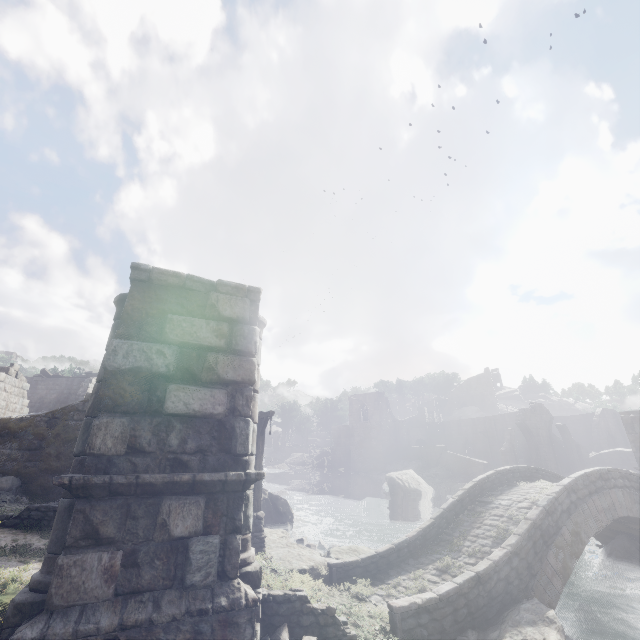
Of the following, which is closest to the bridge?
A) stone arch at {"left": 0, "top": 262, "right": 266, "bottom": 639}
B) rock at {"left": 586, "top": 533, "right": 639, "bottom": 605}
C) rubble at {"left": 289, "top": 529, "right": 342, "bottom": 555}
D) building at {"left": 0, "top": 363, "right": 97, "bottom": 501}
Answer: rock at {"left": 586, "top": 533, "right": 639, "bottom": 605}

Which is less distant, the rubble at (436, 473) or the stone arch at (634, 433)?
the stone arch at (634, 433)

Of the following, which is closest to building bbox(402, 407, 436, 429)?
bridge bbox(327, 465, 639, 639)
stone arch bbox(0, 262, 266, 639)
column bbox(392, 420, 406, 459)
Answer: column bbox(392, 420, 406, 459)

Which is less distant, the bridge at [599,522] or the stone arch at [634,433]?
the bridge at [599,522]

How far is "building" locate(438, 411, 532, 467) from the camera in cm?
4133

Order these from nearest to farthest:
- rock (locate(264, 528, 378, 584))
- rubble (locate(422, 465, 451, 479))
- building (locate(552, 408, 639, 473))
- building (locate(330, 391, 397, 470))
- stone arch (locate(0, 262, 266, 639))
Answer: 1. stone arch (locate(0, 262, 266, 639))
2. rock (locate(264, 528, 378, 584))
3. building (locate(552, 408, 639, 473))
4. rubble (locate(422, 465, 451, 479))
5. building (locate(330, 391, 397, 470))

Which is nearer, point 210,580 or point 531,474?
point 210,580

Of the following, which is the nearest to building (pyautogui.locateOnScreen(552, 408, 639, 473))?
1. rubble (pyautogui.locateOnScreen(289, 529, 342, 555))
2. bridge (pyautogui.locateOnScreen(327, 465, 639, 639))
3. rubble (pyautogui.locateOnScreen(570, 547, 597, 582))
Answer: rubble (pyautogui.locateOnScreen(289, 529, 342, 555))
